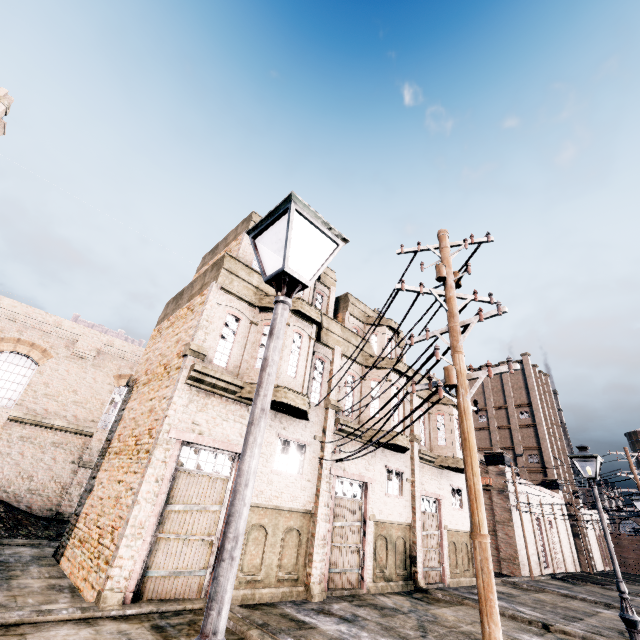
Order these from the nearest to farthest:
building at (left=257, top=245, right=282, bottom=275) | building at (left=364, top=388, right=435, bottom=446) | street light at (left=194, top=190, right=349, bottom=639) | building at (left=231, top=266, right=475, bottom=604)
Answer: street light at (left=194, top=190, right=349, bottom=639)
building at (left=231, top=266, right=475, bottom=604)
building at (left=257, top=245, right=282, bottom=275)
building at (left=364, top=388, right=435, bottom=446)

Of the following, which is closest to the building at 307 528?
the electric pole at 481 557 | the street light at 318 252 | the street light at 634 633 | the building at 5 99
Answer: the electric pole at 481 557

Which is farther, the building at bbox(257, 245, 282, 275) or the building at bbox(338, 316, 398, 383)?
the building at bbox(338, 316, 398, 383)

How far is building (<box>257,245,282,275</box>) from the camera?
16.6 meters

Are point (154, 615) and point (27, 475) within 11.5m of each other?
no

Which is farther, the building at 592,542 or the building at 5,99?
the building at 592,542
